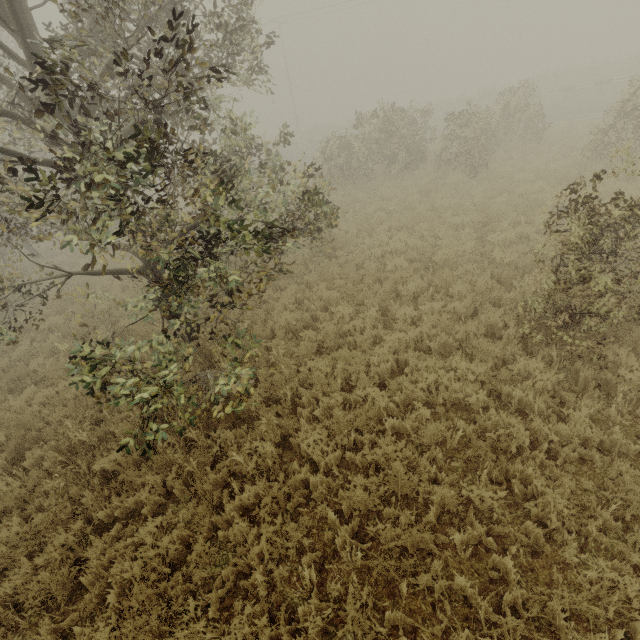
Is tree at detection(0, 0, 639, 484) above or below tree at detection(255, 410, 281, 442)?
above

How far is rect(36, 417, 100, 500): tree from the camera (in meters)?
5.47

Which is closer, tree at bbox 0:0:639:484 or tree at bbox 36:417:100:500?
tree at bbox 0:0:639:484

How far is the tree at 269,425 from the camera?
5.4 meters

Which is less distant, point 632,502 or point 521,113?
point 632,502

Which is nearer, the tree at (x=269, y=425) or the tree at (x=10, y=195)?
the tree at (x=10, y=195)
